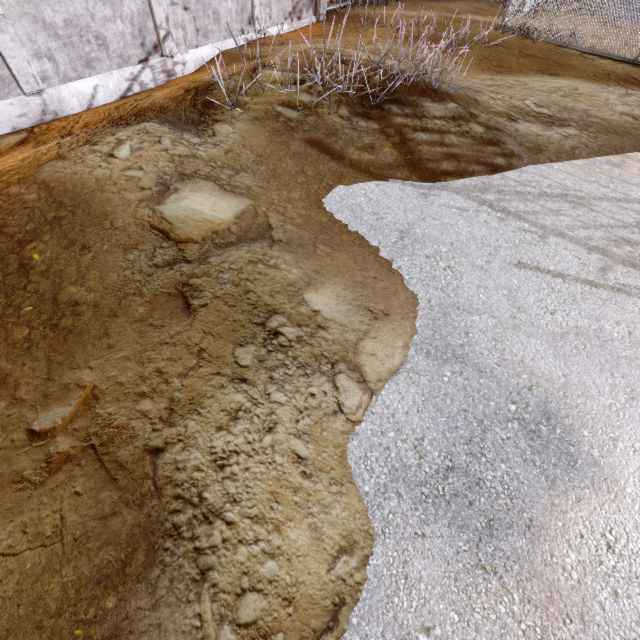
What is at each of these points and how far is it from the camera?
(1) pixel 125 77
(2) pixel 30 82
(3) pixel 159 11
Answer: (1) foundation, 6.8m
(2) trim, 5.6m
(3) trim, 6.7m

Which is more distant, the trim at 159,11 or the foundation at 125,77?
the trim at 159,11

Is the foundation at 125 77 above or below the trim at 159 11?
below

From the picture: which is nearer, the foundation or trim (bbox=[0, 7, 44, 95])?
trim (bbox=[0, 7, 44, 95])

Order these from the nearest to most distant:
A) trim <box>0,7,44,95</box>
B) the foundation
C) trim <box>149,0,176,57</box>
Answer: trim <box>0,7,44,95</box>
the foundation
trim <box>149,0,176,57</box>

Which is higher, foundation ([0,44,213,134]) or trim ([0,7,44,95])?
trim ([0,7,44,95])
